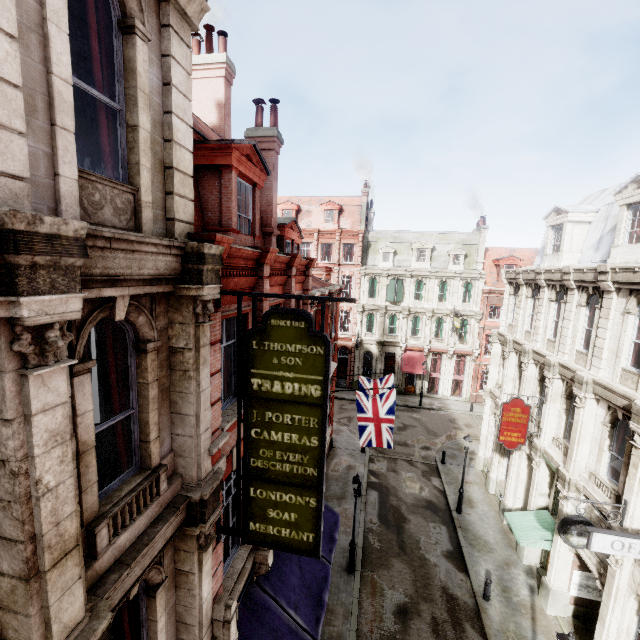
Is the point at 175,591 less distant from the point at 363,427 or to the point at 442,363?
the point at 363,427

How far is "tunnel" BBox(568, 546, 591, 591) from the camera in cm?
1261

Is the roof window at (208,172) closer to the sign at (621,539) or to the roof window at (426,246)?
the sign at (621,539)

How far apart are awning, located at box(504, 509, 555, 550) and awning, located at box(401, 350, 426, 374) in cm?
1893

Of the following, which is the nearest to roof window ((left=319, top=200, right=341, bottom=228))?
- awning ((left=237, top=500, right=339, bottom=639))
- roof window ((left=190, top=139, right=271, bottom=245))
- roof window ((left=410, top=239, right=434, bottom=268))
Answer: roof window ((left=410, top=239, right=434, bottom=268))

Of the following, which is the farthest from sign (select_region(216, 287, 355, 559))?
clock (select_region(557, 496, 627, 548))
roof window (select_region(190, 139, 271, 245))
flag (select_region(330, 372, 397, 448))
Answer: clock (select_region(557, 496, 627, 548))

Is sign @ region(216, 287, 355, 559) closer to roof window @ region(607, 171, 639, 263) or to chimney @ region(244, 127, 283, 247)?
chimney @ region(244, 127, 283, 247)

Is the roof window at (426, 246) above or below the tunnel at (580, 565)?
above
